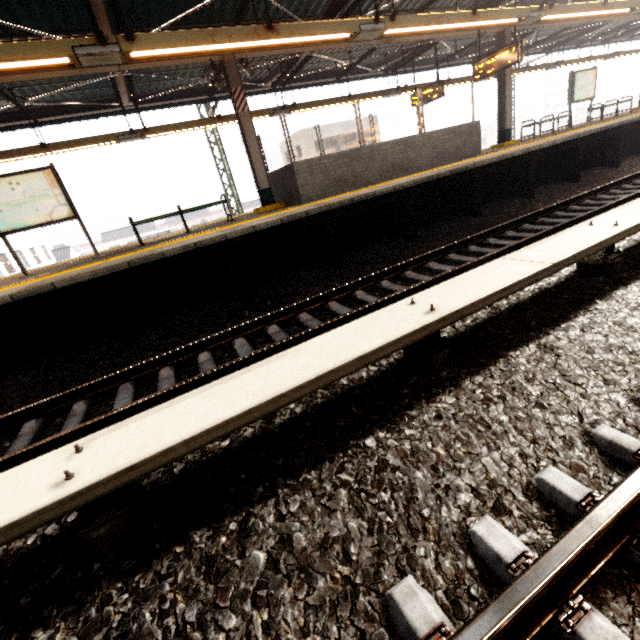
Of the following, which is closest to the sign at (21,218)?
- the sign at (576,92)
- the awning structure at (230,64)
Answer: the awning structure at (230,64)

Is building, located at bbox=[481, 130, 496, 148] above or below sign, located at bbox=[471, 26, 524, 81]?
below

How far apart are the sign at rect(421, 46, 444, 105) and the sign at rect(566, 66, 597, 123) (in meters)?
6.04

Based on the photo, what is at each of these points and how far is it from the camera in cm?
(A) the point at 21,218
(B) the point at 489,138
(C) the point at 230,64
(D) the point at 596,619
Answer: (A) sign, 691
(B) building, 5856
(C) awning structure, 775
(D) train track, 120

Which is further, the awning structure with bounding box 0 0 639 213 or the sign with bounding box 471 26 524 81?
the sign with bounding box 471 26 524 81

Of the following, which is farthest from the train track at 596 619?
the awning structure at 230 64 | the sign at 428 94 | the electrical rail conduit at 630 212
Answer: the sign at 428 94

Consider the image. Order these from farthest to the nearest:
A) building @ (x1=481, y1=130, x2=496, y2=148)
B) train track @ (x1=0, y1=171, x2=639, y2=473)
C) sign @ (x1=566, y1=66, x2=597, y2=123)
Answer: building @ (x1=481, y1=130, x2=496, y2=148)
sign @ (x1=566, y1=66, x2=597, y2=123)
train track @ (x1=0, y1=171, x2=639, y2=473)

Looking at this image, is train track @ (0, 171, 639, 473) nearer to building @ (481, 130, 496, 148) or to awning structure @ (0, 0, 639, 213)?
awning structure @ (0, 0, 639, 213)
